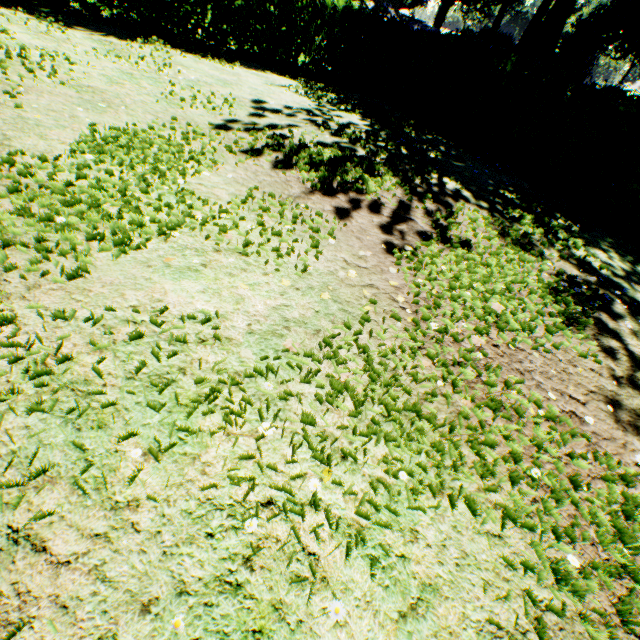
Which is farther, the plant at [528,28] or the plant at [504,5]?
the plant at [504,5]

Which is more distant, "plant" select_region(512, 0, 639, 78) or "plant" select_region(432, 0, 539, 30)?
"plant" select_region(432, 0, 539, 30)

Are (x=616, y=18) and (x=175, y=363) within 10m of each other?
no
